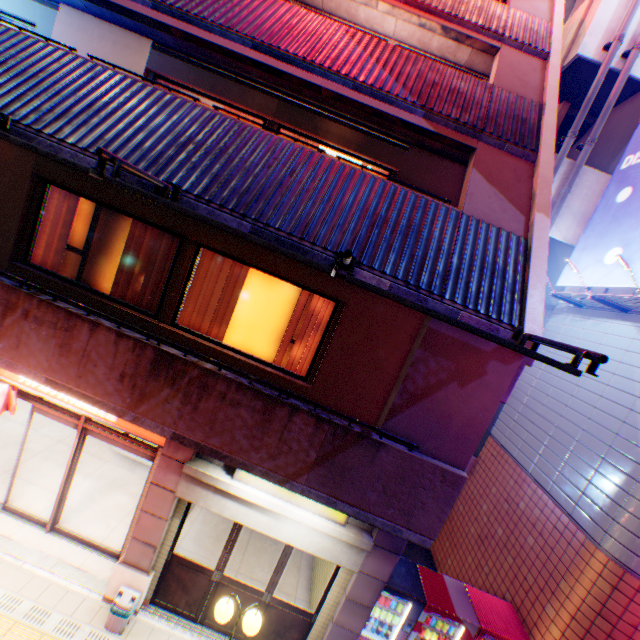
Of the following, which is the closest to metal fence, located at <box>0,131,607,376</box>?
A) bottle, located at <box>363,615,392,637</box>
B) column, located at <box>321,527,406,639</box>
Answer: column, located at <box>321,527,406,639</box>

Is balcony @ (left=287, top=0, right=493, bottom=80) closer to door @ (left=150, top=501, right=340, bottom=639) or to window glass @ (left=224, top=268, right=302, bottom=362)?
window glass @ (left=224, top=268, right=302, bottom=362)

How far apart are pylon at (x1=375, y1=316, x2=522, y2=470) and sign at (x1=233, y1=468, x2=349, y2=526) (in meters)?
0.85

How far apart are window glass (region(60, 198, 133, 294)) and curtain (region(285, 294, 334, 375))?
3.2m

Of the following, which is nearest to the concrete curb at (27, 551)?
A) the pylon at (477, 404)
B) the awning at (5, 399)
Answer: the awning at (5, 399)

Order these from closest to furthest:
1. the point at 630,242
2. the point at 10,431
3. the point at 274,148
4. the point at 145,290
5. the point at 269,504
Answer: the point at 274,148 → the point at 269,504 → the point at 145,290 → the point at 630,242 → the point at 10,431

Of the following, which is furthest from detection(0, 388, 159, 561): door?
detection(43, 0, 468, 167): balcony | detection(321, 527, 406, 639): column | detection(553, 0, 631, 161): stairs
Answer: detection(553, 0, 631, 161): stairs

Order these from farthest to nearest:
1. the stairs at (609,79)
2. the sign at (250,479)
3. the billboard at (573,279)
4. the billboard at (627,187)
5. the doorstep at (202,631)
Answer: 1. the stairs at (609,79)
2. the billboard at (573,279)
3. the billboard at (627,187)
4. the doorstep at (202,631)
5. the sign at (250,479)
